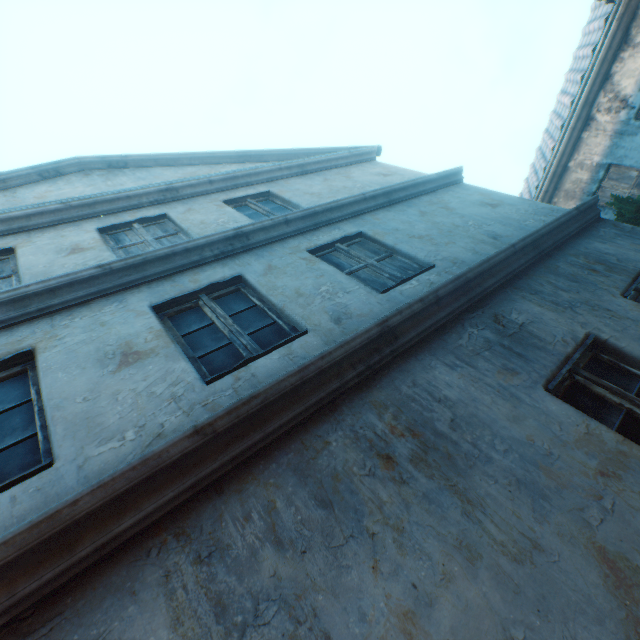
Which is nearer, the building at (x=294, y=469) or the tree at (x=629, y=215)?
the building at (x=294, y=469)

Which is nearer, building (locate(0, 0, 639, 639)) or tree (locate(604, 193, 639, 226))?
building (locate(0, 0, 639, 639))

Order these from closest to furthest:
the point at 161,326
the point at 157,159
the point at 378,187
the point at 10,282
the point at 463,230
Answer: the point at 161,326 → the point at 10,282 → the point at 463,230 → the point at 378,187 → the point at 157,159
